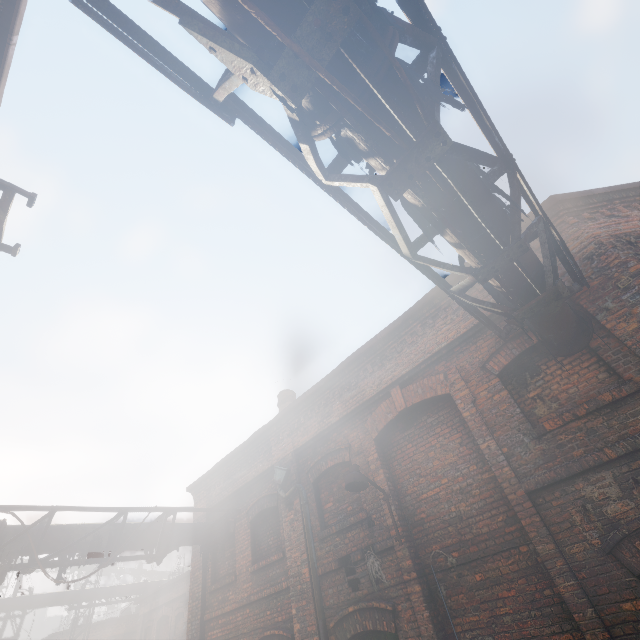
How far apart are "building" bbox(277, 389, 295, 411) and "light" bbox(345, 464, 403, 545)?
5.4 meters

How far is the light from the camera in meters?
5.5 m

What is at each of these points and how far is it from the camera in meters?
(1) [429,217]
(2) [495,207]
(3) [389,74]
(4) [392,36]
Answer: (1) pipe, 2.8 m
(2) pipe, 2.8 m
(3) pipe, 1.9 m
(4) pipe, 1.8 m

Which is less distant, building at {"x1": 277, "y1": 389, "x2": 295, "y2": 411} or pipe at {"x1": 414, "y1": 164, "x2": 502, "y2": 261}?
pipe at {"x1": 414, "y1": 164, "x2": 502, "y2": 261}

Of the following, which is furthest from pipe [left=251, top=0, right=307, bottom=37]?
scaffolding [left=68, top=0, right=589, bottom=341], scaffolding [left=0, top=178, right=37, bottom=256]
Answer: scaffolding [left=0, top=178, right=37, bottom=256]

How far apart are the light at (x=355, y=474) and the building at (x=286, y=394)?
5.4m

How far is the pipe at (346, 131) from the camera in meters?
1.9 m

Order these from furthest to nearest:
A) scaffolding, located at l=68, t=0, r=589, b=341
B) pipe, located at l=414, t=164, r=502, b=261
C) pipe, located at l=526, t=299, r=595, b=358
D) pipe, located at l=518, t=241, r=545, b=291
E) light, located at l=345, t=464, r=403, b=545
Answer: light, located at l=345, t=464, r=403, b=545 → pipe, located at l=526, t=299, r=595, b=358 → pipe, located at l=518, t=241, r=545, b=291 → pipe, located at l=414, t=164, r=502, b=261 → scaffolding, located at l=68, t=0, r=589, b=341
